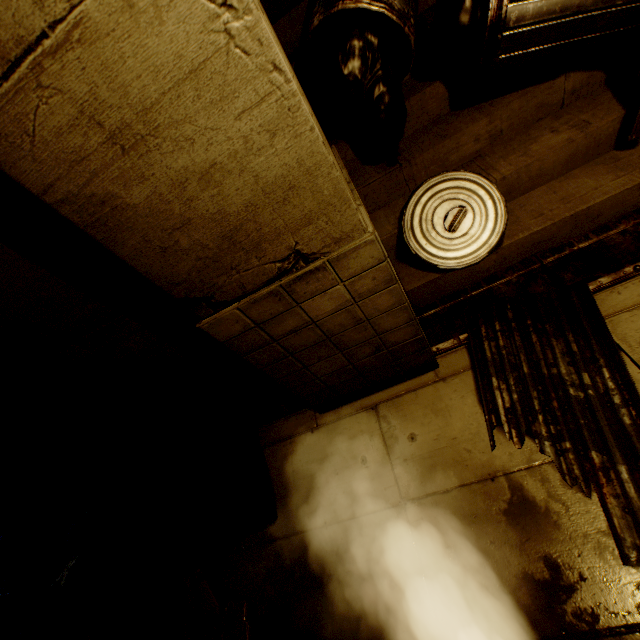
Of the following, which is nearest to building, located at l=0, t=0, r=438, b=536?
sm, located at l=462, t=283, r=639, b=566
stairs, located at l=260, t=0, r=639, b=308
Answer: stairs, located at l=260, t=0, r=639, b=308

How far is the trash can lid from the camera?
3.0m

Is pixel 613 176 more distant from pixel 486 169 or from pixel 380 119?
pixel 380 119

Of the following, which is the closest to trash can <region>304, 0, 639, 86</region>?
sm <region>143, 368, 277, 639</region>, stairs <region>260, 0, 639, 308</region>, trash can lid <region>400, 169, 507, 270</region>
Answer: stairs <region>260, 0, 639, 308</region>

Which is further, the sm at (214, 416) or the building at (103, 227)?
the sm at (214, 416)

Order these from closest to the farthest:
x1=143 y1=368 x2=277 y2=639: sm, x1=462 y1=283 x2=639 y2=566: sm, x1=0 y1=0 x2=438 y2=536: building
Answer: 1. x1=0 y1=0 x2=438 y2=536: building
2. x1=462 y1=283 x2=639 y2=566: sm
3. x1=143 y1=368 x2=277 y2=639: sm

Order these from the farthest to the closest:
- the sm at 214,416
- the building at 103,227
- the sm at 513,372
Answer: the sm at 214,416, the sm at 513,372, the building at 103,227

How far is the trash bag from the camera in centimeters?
278cm
